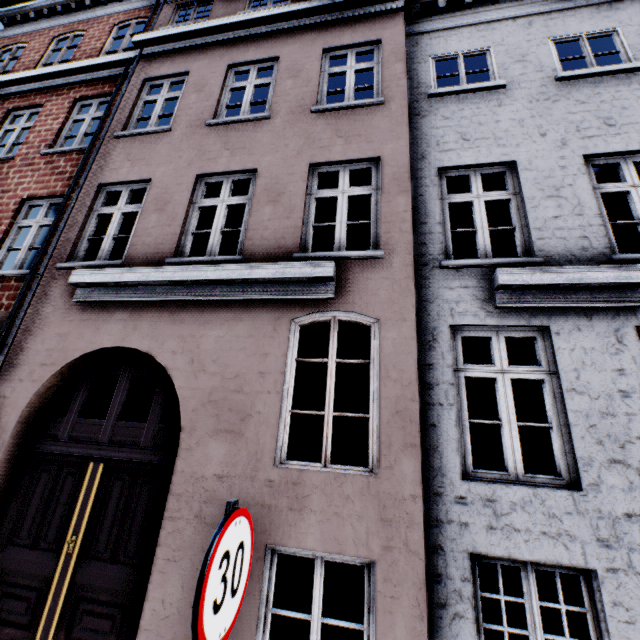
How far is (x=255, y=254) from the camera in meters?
4.7 m

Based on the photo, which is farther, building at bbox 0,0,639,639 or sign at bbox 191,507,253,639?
building at bbox 0,0,639,639

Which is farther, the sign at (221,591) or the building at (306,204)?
the building at (306,204)
